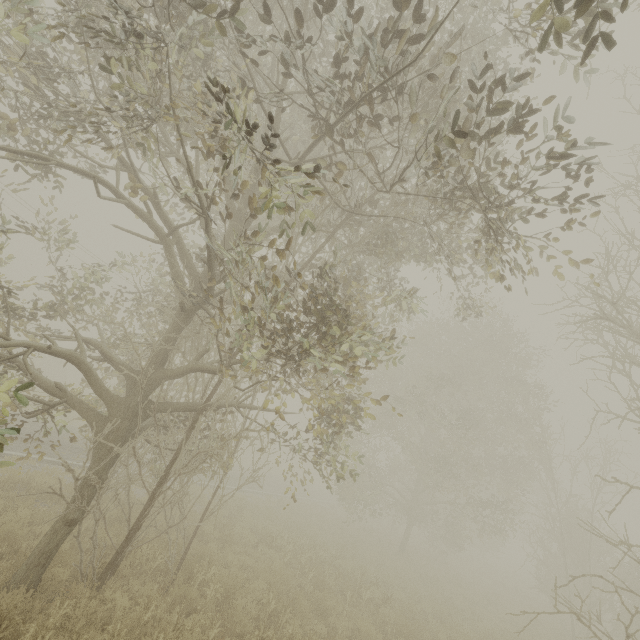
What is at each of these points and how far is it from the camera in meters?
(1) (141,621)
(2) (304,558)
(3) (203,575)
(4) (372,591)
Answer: (1) tree, 5.4
(2) tree, 11.2
(3) tree, 7.5
(4) tree, 10.9

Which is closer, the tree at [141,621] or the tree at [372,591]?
the tree at [141,621]

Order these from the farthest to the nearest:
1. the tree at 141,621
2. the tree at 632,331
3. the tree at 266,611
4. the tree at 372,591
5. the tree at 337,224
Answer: the tree at 372,591 → the tree at 632,331 → the tree at 266,611 → the tree at 141,621 → the tree at 337,224

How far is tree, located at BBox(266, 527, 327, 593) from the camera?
10.1m

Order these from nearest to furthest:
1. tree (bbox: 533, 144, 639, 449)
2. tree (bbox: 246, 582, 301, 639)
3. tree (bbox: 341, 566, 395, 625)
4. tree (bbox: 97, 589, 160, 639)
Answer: tree (bbox: 97, 589, 160, 639), tree (bbox: 246, 582, 301, 639), tree (bbox: 533, 144, 639, 449), tree (bbox: 341, 566, 395, 625)

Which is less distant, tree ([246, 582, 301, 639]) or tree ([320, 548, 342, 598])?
tree ([246, 582, 301, 639])
